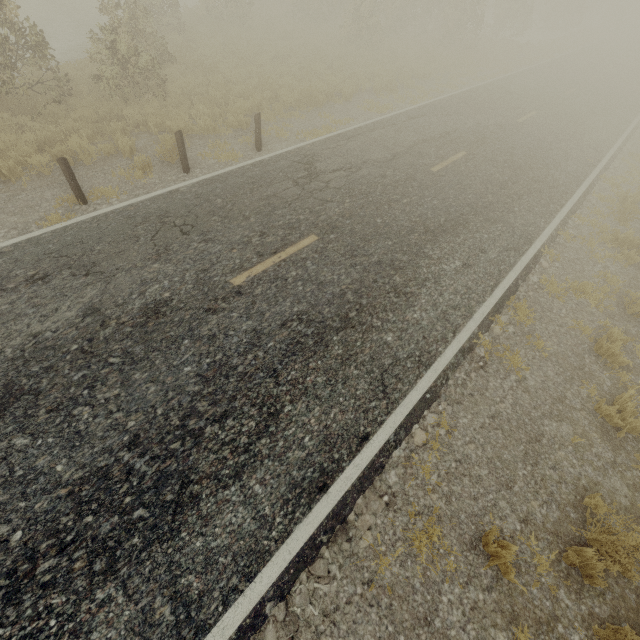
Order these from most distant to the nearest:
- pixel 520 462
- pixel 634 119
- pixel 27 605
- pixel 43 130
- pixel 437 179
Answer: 1. pixel 634 119
2. pixel 437 179
3. pixel 43 130
4. pixel 520 462
5. pixel 27 605
